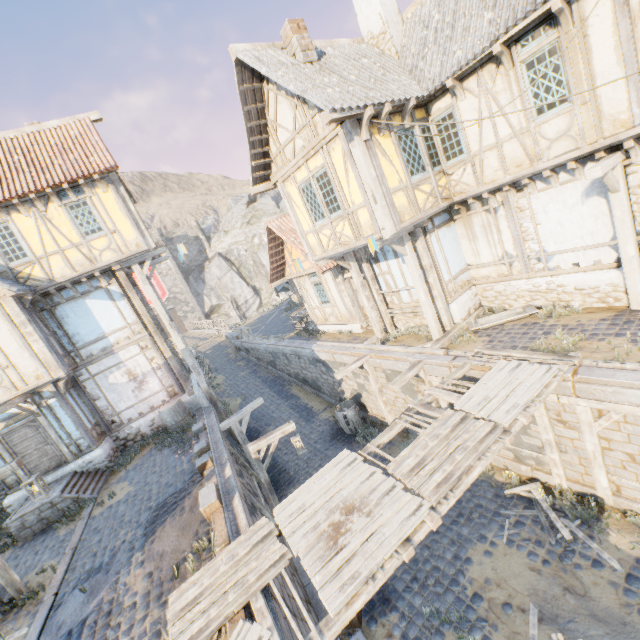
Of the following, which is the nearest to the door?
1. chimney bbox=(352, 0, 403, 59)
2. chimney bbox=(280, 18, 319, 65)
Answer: chimney bbox=(280, 18, 319, 65)

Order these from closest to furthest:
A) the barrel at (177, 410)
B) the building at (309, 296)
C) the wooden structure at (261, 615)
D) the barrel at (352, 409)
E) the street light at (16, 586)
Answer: the wooden structure at (261, 615)
the street light at (16, 586)
the barrel at (177, 410)
the barrel at (352, 409)
the building at (309, 296)

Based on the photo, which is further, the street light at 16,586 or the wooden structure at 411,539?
the street light at 16,586

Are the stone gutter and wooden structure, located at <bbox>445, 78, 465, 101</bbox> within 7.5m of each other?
Result: no

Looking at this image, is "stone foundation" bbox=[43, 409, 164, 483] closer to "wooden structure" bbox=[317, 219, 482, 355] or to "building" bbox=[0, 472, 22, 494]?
"building" bbox=[0, 472, 22, 494]

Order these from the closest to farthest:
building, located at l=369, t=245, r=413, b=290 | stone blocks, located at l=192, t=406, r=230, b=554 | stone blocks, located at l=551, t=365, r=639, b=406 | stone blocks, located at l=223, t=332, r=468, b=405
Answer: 1. stone blocks, located at l=551, t=365, r=639, b=406
2. stone blocks, located at l=192, t=406, r=230, b=554
3. stone blocks, located at l=223, t=332, r=468, b=405
4. building, located at l=369, t=245, r=413, b=290

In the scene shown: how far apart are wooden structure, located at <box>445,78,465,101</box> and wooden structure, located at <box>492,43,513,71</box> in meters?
1.0 m

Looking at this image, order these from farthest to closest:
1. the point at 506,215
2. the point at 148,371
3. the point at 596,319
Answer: the point at 148,371 < the point at 506,215 < the point at 596,319
